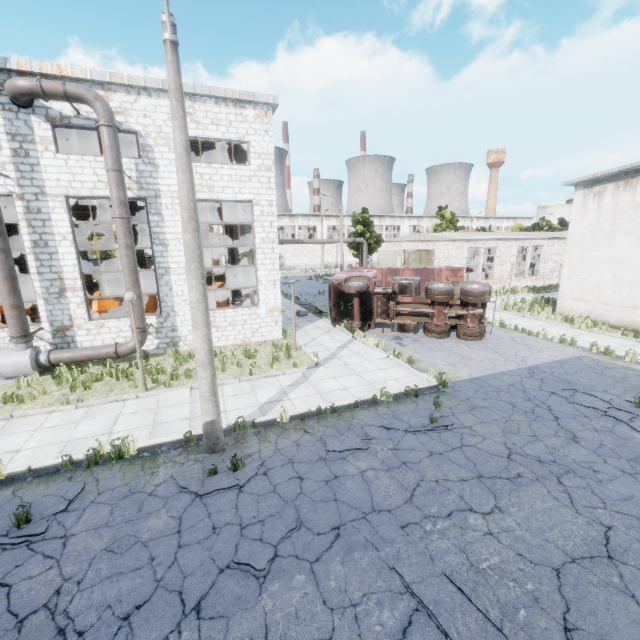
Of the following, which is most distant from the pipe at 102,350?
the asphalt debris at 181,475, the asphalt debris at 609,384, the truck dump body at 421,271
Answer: the asphalt debris at 609,384

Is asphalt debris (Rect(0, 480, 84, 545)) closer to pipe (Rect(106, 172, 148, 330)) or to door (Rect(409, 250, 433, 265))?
pipe (Rect(106, 172, 148, 330))

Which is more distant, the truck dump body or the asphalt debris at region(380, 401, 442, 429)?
the truck dump body

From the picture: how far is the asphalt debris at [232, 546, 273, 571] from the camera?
4.95m

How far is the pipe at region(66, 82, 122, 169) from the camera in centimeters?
1119cm

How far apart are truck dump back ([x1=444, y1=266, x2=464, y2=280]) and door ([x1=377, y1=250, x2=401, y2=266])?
14.66m

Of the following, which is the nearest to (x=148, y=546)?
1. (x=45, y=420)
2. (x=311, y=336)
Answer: (x=45, y=420)

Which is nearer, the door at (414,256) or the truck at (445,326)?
the truck at (445,326)
